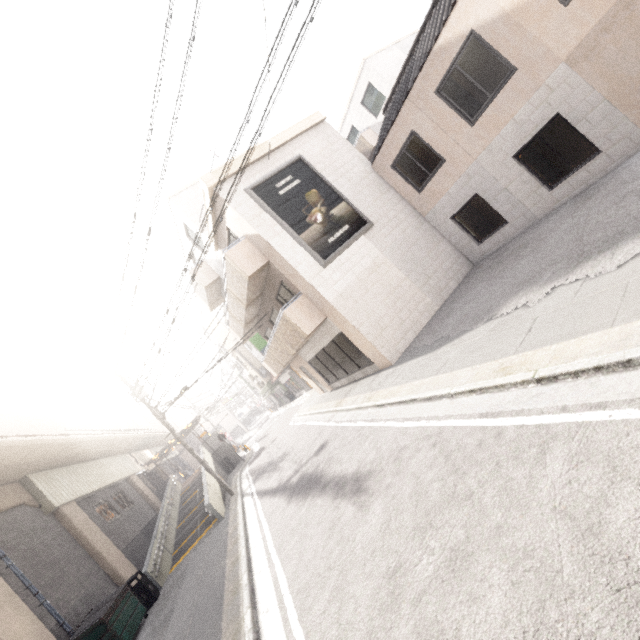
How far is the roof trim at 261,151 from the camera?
11.73m

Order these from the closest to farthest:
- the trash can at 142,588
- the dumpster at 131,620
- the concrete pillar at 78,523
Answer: the dumpster at 131,620 < the trash can at 142,588 < the concrete pillar at 78,523

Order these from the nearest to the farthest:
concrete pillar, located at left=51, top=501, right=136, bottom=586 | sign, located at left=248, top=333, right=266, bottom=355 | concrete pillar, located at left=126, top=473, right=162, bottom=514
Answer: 1. concrete pillar, located at left=51, top=501, right=136, bottom=586
2. concrete pillar, located at left=126, top=473, right=162, bottom=514
3. sign, located at left=248, top=333, right=266, bottom=355

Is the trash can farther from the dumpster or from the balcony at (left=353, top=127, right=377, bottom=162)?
the balcony at (left=353, top=127, right=377, bottom=162)

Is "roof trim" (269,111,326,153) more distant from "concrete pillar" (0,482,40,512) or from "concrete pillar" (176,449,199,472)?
"concrete pillar" (176,449,199,472)

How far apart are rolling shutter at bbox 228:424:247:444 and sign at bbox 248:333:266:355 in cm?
3567

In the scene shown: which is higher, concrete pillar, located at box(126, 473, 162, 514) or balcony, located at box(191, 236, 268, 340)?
balcony, located at box(191, 236, 268, 340)

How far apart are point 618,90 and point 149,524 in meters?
27.7
